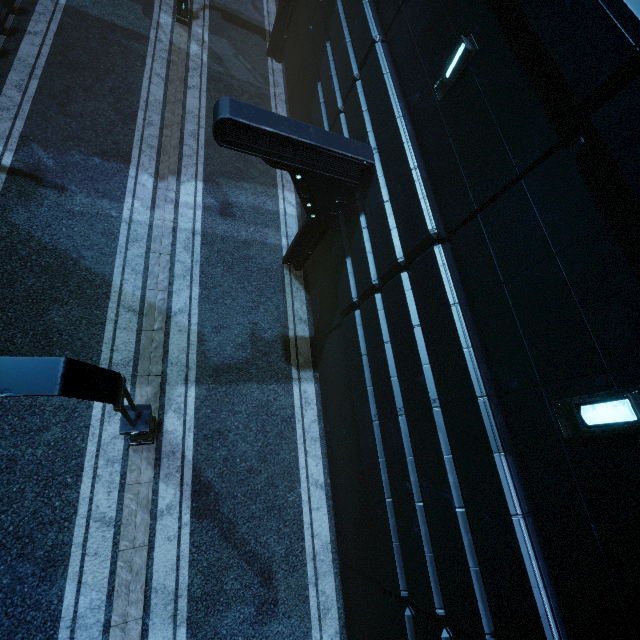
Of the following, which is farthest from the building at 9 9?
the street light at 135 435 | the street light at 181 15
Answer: the street light at 135 435

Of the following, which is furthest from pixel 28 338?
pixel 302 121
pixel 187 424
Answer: pixel 302 121

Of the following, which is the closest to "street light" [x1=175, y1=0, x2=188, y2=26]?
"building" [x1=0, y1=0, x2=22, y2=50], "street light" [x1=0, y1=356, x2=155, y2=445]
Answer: "building" [x1=0, y1=0, x2=22, y2=50]

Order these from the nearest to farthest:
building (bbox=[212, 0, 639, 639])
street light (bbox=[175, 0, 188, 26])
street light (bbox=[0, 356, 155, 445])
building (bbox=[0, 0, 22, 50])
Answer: street light (bbox=[0, 356, 155, 445])
building (bbox=[212, 0, 639, 639])
building (bbox=[0, 0, 22, 50])
street light (bbox=[175, 0, 188, 26])

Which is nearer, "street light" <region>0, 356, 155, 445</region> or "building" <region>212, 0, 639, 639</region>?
"street light" <region>0, 356, 155, 445</region>

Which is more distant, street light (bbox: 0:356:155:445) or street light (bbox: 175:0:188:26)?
street light (bbox: 175:0:188:26)
